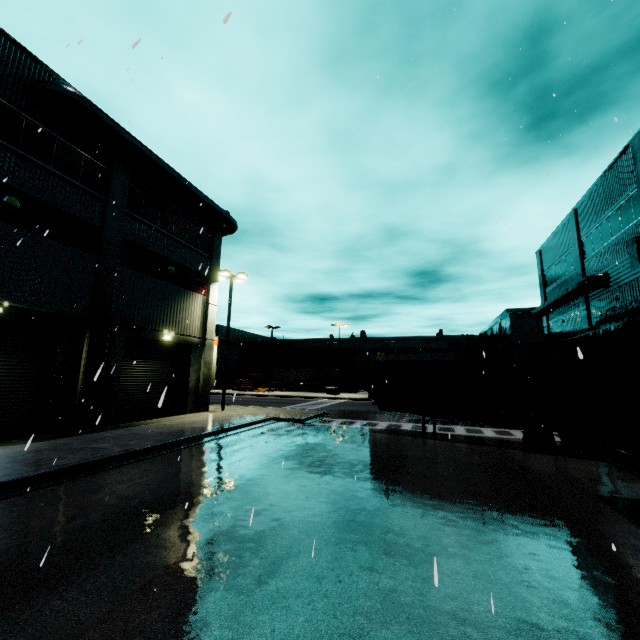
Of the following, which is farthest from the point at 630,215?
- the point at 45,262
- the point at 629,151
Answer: the point at 45,262

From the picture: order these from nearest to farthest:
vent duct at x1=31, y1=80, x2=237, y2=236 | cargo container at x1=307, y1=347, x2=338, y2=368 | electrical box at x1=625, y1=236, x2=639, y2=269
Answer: vent duct at x1=31, y1=80, x2=237, y2=236
electrical box at x1=625, y1=236, x2=639, y2=269
cargo container at x1=307, y1=347, x2=338, y2=368

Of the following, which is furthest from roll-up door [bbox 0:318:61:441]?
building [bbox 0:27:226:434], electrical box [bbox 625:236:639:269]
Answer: electrical box [bbox 625:236:639:269]

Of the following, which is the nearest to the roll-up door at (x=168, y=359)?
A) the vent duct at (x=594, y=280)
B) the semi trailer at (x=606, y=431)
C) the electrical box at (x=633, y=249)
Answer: the semi trailer at (x=606, y=431)

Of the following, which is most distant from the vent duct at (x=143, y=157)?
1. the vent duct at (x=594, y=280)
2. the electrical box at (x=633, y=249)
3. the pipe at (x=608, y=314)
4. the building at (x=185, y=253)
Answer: the electrical box at (x=633, y=249)

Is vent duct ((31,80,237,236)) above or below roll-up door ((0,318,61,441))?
above

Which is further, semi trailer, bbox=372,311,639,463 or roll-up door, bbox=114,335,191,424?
roll-up door, bbox=114,335,191,424

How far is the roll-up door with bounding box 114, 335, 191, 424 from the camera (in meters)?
16.66
